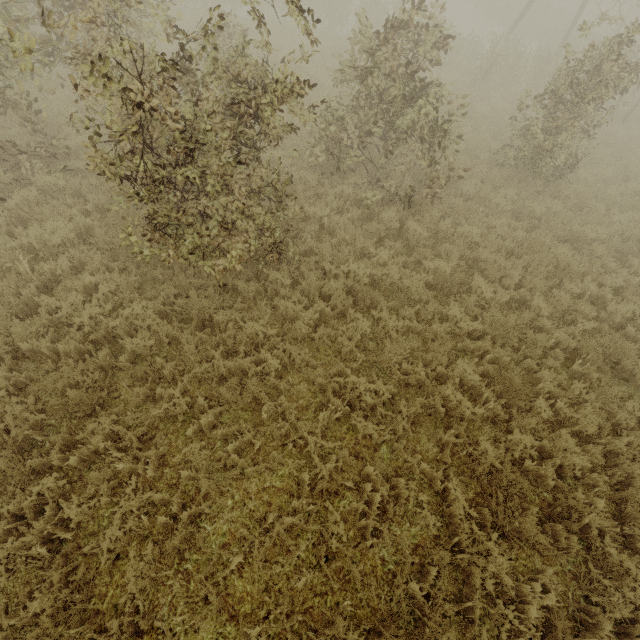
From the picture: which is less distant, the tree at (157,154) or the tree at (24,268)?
the tree at (157,154)

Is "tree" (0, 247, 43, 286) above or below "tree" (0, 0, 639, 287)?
below

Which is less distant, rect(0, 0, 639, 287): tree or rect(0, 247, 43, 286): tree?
rect(0, 0, 639, 287): tree

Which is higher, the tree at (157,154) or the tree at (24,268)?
the tree at (157,154)

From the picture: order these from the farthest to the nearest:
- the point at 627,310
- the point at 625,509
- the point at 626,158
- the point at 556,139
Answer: the point at 626,158 < the point at 556,139 < the point at 627,310 < the point at 625,509
